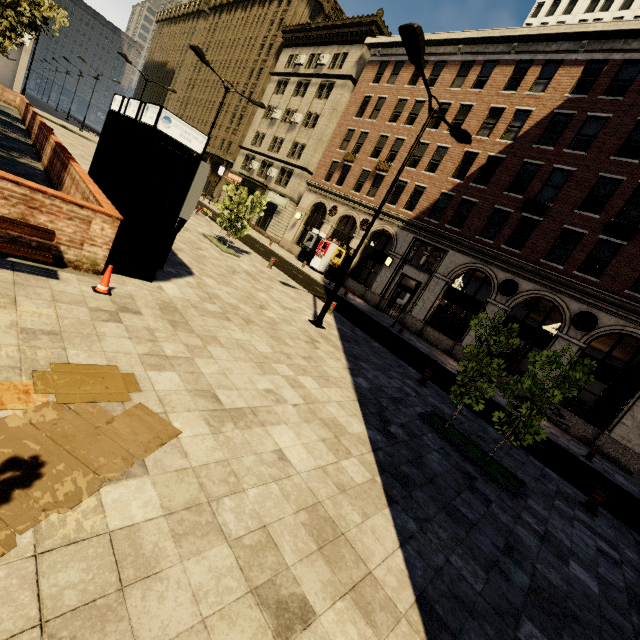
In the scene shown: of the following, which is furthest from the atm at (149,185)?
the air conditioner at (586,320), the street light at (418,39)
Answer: the air conditioner at (586,320)

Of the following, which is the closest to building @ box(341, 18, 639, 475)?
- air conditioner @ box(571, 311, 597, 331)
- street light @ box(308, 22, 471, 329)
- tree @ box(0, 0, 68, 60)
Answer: air conditioner @ box(571, 311, 597, 331)

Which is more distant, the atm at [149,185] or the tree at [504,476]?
the tree at [504,476]

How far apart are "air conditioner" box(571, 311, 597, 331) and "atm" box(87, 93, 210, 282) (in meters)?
18.56

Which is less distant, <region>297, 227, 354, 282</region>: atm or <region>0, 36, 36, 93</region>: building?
<region>297, 227, 354, 282</region>: atm

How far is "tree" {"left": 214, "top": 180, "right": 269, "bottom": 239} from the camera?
15.0 meters

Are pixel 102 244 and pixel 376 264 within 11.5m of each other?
no
